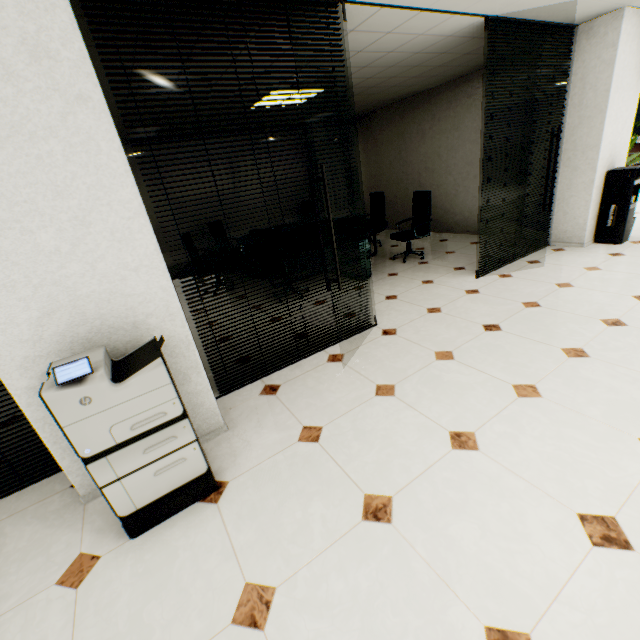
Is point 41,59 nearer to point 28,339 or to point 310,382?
point 28,339

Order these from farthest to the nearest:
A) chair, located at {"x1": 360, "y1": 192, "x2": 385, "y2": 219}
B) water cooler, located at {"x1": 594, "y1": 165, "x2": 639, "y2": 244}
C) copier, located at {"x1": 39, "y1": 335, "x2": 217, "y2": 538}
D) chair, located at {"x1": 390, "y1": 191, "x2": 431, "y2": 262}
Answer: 1. chair, located at {"x1": 360, "y1": 192, "x2": 385, "y2": 219}
2. chair, located at {"x1": 390, "y1": 191, "x2": 431, "y2": 262}
3. water cooler, located at {"x1": 594, "y1": 165, "x2": 639, "y2": 244}
4. copier, located at {"x1": 39, "y1": 335, "x2": 217, "y2": 538}

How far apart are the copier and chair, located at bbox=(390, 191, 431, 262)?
4.76m

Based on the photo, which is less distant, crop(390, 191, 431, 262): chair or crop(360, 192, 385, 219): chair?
crop(390, 191, 431, 262): chair

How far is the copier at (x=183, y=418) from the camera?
1.6m

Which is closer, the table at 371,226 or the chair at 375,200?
the table at 371,226

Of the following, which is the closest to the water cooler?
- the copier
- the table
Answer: the table

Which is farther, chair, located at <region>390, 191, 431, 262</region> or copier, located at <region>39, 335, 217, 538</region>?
chair, located at <region>390, 191, 431, 262</region>
